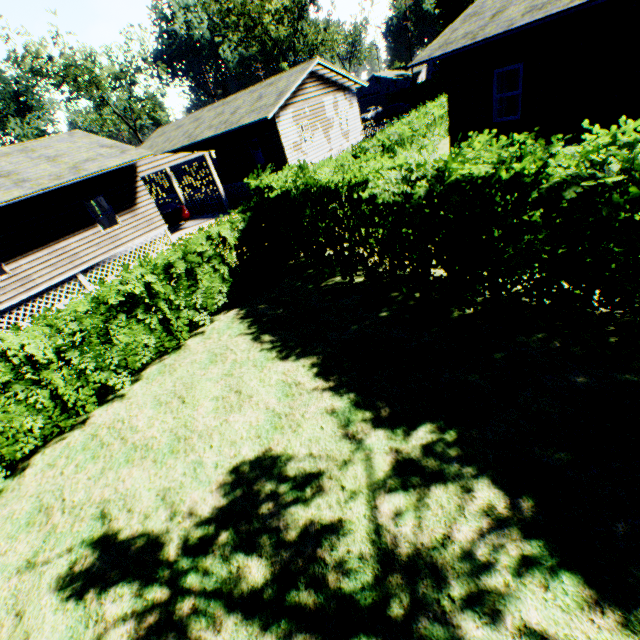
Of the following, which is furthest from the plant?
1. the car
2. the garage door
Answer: the car

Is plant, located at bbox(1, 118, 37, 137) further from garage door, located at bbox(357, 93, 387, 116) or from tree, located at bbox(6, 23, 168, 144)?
garage door, located at bbox(357, 93, 387, 116)

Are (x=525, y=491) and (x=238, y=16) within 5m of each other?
no

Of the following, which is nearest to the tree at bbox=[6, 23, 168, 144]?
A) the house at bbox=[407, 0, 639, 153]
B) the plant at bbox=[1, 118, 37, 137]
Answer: the plant at bbox=[1, 118, 37, 137]

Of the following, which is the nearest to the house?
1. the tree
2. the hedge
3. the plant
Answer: the hedge

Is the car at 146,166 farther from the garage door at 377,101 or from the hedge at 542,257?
the garage door at 377,101

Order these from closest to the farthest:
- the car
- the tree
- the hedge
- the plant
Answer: the hedge → the car → the tree → the plant

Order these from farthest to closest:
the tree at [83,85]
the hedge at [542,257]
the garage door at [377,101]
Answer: the garage door at [377,101], the tree at [83,85], the hedge at [542,257]
